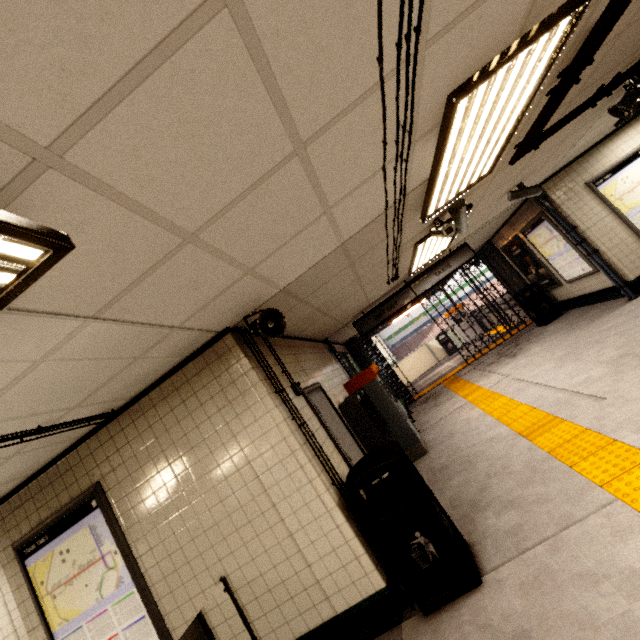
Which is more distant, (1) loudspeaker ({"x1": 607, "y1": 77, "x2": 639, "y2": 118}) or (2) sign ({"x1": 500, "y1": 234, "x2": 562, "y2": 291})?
(2) sign ({"x1": 500, "y1": 234, "x2": 562, "y2": 291})

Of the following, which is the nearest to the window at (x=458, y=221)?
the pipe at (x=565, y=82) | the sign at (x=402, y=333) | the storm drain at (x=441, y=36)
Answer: the storm drain at (x=441, y=36)

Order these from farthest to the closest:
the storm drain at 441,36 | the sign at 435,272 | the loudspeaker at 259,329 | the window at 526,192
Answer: the sign at 435,272 < the window at 526,192 < the loudspeaker at 259,329 < the storm drain at 441,36

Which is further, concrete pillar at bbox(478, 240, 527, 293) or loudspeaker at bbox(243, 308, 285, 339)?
concrete pillar at bbox(478, 240, 527, 293)

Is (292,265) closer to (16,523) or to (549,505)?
(549,505)

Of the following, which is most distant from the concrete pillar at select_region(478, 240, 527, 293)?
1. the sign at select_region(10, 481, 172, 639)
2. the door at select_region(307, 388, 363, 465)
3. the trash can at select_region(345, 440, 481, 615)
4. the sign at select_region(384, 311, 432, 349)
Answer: the sign at select_region(384, 311, 432, 349)

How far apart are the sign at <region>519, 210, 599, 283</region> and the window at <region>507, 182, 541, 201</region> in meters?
2.0 m

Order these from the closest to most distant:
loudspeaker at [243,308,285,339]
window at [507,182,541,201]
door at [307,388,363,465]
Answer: loudspeaker at [243,308,285,339] → door at [307,388,363,465] → window at [507,182,541,201]
